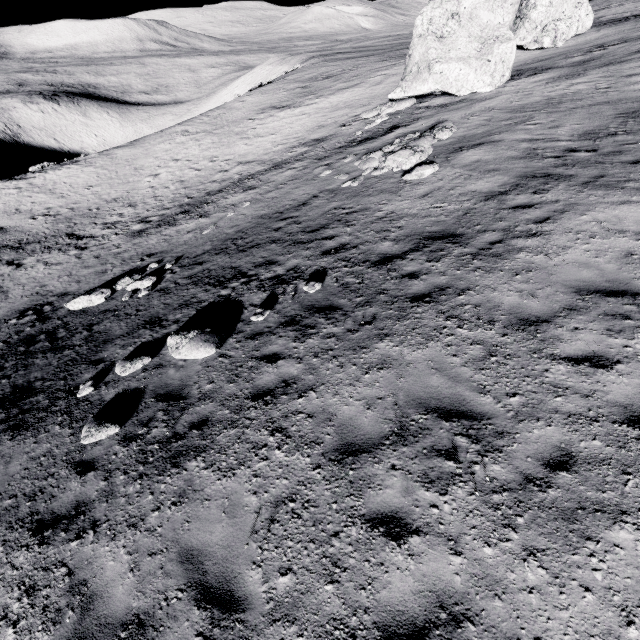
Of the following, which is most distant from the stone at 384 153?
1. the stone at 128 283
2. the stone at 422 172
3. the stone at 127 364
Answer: the stone at 127 364

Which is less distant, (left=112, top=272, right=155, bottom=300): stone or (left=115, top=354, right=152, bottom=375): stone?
(left=115, top=354, right=152, bottom=375): stone

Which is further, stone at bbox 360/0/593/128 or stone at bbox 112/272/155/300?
stone at bbox 360/0/593/128

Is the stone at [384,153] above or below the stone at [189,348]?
above

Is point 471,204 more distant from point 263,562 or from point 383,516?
point 263,562

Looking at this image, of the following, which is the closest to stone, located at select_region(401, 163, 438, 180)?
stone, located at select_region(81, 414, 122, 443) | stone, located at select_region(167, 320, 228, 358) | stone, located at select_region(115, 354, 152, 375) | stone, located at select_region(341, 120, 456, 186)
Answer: stone, located at select_region(341, 120, 456, 186)

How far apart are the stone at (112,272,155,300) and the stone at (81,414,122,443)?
7.0 meters

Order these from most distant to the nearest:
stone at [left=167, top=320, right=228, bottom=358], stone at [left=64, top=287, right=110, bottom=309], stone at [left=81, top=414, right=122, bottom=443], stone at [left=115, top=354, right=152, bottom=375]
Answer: stone at [left=64, top=287, right=110, bottom=309]
stone at [left=115, top=354, right=152, bottom=375]
stone at [left=167, top=320, right=228, bottom=358]
stone at [left=81, top=414, right=122, bottom=443]
